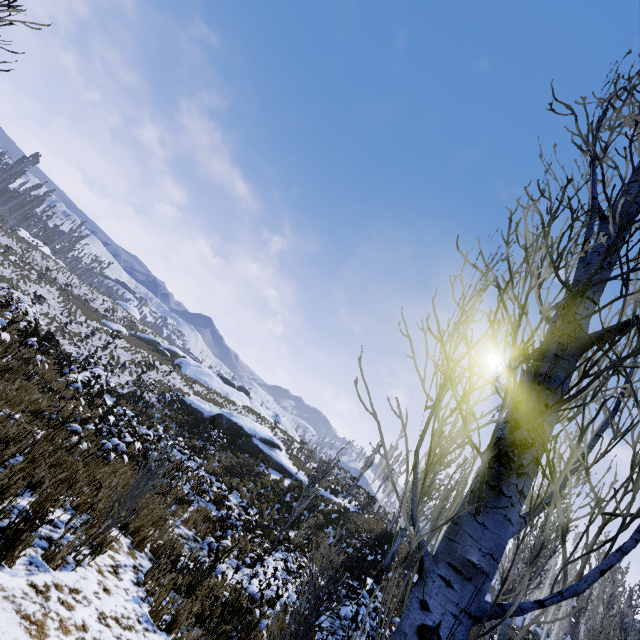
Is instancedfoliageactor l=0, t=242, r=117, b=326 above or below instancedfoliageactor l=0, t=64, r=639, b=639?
below

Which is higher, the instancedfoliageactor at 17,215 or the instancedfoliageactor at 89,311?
the instancedfoliageactor at 17,215

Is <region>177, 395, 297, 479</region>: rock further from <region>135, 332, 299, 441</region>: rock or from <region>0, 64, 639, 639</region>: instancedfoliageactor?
<region>135, 332, 299, 441</region>: rock

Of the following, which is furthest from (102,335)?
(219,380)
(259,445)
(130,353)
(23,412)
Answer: (23,412)
